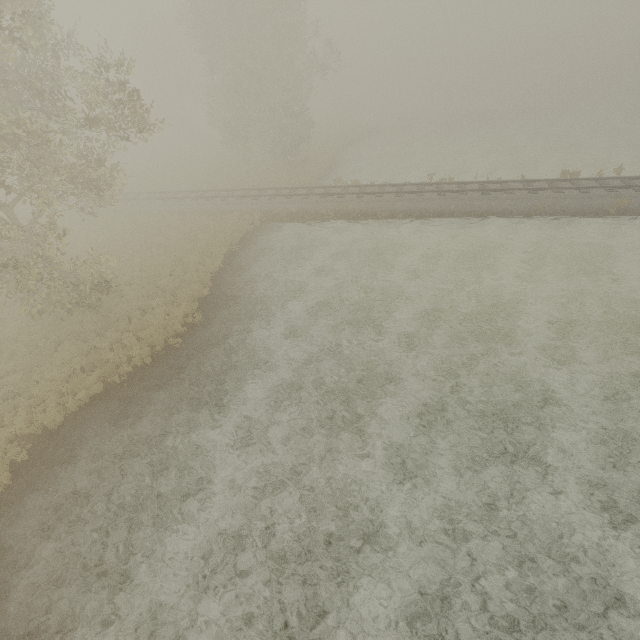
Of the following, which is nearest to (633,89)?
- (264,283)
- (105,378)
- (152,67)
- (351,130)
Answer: (351,130)
